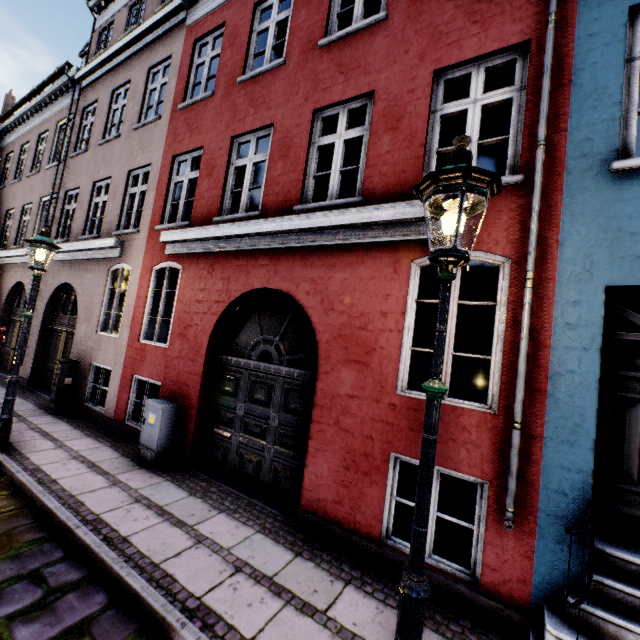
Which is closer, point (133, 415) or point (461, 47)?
point (461, 47)

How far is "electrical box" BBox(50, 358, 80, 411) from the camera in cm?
802

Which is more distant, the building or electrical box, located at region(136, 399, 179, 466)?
electrical box, located at region(136, 399, 179, 466)

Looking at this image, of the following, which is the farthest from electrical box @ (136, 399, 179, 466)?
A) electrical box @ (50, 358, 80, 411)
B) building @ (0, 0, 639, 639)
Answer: electrical box @ (50, 358, 80, 411)

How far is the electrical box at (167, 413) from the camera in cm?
574

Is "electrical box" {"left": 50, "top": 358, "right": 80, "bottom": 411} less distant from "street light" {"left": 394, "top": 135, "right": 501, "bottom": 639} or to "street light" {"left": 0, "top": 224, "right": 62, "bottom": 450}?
"street light" {"left": 0, "top": 224, "right": 62, "bottom": 450}

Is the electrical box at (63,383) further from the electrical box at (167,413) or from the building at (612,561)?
the electrical box at (167,413)

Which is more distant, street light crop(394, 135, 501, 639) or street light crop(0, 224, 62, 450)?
street light crop(0, 224, 62, 450)
